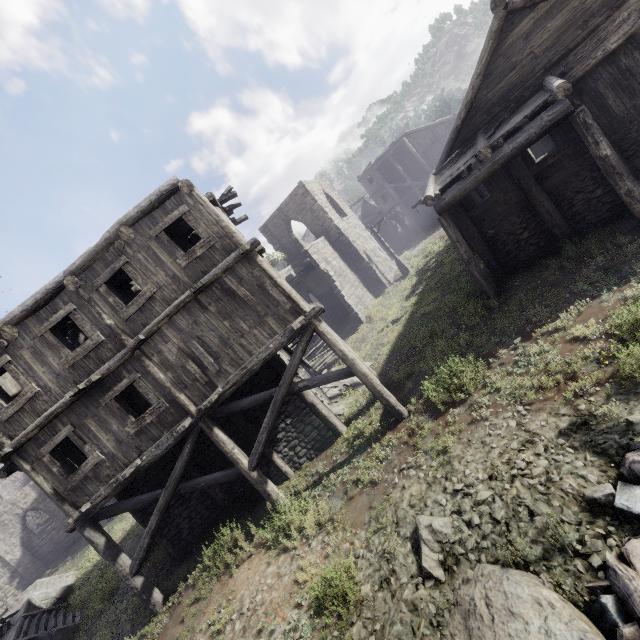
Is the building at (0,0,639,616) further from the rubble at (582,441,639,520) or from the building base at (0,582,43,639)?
the rubble at (582,441,639,520)

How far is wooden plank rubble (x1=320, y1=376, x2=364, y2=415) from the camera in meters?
14.1

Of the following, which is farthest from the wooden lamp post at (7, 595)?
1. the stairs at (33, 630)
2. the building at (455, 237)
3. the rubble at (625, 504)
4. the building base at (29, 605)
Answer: the rubble at (625, 504)

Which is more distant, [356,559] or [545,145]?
[545,145]

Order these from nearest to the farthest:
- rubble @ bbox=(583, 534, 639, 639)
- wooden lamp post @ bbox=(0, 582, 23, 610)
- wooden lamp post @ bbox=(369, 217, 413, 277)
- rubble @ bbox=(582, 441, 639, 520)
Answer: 1. rubble @ bbox=(583, 534, 639, 639)
2. rubble @ bbox=(582, 441, 639, 520)
3. wooden lamp post @ bbox=(0, 582, 23, 610)
4. wooden lamp post @ bbox=(369, 217, 413, 277)

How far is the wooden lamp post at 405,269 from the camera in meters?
27.1

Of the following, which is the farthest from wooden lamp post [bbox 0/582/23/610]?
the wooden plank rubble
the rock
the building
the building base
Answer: the rock

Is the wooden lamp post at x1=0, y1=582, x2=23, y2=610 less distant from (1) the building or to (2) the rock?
(1) the building
